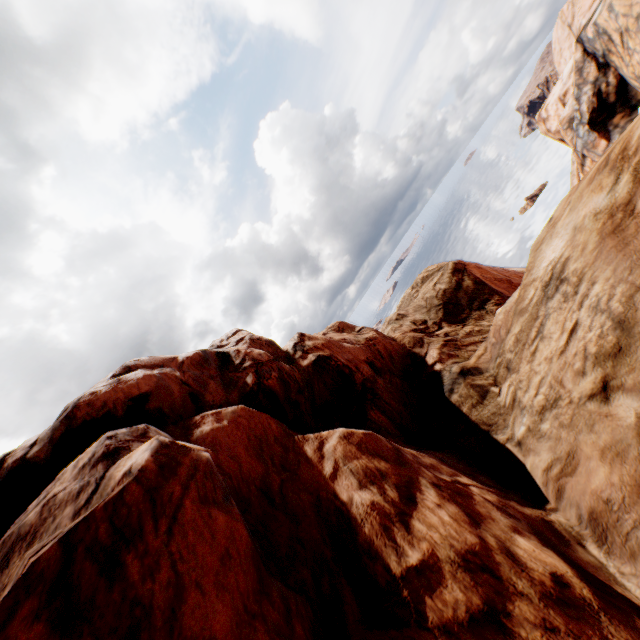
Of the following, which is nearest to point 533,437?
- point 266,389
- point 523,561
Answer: point 523,561
